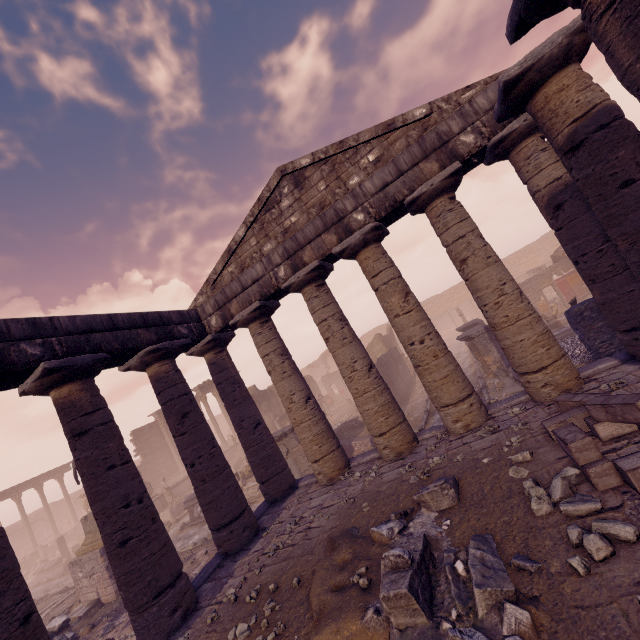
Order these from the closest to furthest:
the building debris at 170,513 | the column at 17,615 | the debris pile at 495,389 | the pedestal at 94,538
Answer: the column at 17,615 → the debris pile at 495,389 → the pedestal at 94,538 → the building debris at 170,513

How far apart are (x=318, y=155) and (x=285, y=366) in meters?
6.1 m

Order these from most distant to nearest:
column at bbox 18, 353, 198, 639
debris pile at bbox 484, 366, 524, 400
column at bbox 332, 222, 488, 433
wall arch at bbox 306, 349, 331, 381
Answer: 1. wall arch at bbox 306, 349, 331, 381
2. debris pile at bbox 484, 366, 524, 400
3. column at bbox 332, 222, 488, 433
4. column at bbox 18, 353, 198, 639

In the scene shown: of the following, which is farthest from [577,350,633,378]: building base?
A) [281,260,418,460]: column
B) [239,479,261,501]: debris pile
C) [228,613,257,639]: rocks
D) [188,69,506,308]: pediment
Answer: [188,69,506,308]: pediment

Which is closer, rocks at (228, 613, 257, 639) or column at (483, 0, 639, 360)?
column at (483, 0, 639, 360)

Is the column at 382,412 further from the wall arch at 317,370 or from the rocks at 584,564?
the wall arch at 317,370

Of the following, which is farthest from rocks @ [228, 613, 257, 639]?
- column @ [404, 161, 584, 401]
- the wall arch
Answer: the wall arch

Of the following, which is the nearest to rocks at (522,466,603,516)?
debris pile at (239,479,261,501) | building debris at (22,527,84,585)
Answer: debris pile at (239,479,261,501)
